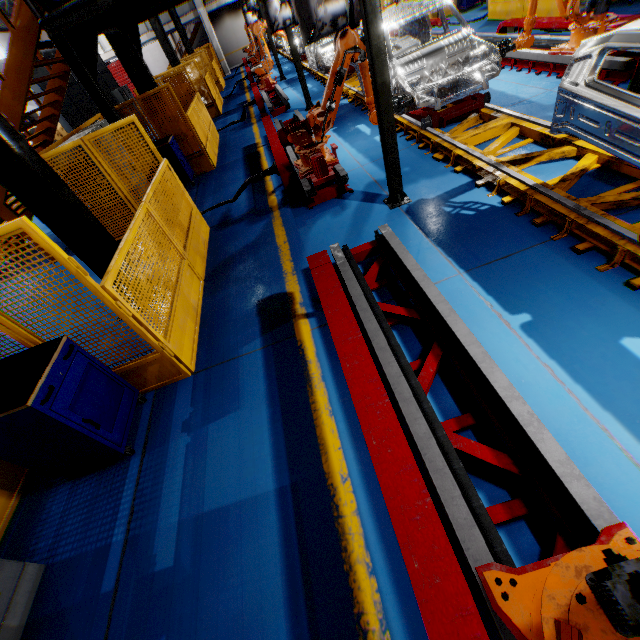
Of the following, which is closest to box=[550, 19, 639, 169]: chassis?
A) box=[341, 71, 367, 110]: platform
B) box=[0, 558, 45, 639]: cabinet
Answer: box=[341, 71, 367, 110]: platform

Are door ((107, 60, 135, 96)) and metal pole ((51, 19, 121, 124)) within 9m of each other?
no

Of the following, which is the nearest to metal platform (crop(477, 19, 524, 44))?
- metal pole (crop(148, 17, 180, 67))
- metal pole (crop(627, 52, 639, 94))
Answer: metal pole (crop(627, 52, 639, 94))

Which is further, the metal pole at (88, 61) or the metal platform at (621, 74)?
the metal platform at (621, 74)

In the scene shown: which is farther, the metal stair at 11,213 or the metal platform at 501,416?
the metal stair at 11,213

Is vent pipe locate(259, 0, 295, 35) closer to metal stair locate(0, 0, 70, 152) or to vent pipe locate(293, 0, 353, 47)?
metal stair locate(0, 0, 70, 152)

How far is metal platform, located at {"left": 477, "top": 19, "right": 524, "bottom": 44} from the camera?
8.2 meters

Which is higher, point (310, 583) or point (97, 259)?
point (97, 259)
